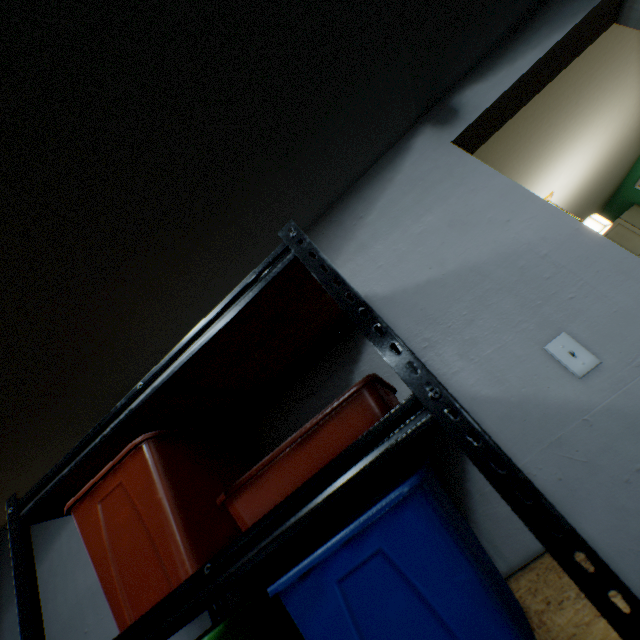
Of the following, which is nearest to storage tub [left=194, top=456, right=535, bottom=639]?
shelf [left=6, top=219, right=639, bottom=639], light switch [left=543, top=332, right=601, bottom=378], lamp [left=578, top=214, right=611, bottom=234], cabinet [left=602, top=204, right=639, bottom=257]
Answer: shelf [left=6, top=219, right=639, bottom=639]

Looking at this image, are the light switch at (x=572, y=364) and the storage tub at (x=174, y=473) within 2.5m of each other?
yes

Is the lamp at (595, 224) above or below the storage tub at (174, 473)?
above

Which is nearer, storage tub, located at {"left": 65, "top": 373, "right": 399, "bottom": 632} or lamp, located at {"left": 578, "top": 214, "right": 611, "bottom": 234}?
storage tub, located at {"left": 65, "top": 373, "right": 399, "bottom": 632}

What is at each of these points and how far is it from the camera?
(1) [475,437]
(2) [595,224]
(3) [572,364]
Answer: (1) shelf, 1.0m
(2) lamp, 3.4m
(3) light switch, 1.0m

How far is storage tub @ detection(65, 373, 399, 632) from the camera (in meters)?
0.71

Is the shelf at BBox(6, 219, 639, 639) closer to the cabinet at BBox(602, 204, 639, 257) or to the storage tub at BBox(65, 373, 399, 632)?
the storage tub at BBox(65, 373, 399, 632)

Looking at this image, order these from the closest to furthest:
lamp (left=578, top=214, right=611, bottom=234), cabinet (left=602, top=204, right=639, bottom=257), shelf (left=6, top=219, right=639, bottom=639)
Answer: shelf (left=6, top=219, right=639, bottom=639), lamp (left=578, top=214, right=611, bottom=234), cabinet (left=602, top=204, right=639, bottom=257)
